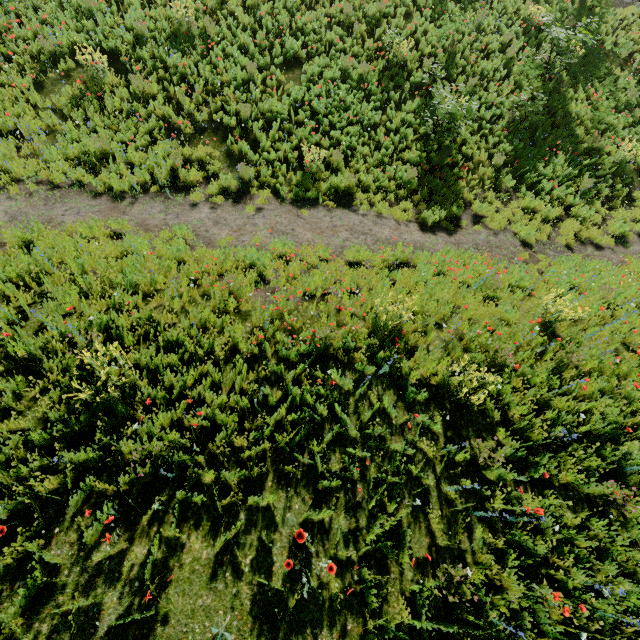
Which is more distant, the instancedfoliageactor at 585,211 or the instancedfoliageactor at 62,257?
the instancedfoliageactor at 585,211

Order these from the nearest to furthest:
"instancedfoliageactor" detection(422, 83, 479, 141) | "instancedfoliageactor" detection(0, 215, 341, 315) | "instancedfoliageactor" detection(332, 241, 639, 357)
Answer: "instancedfoliageactor" detection(0, 215, 341, 315) → "instancedfoliageactor" detection(332, 241, 639, 357) → "instancedfoliageactor" detection(422, 83, 479, 141)

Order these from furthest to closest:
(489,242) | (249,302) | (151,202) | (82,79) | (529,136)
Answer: (529,136), (82,79), (489,242), (151,202), (249,302)

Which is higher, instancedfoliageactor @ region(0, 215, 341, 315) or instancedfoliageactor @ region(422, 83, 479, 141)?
instancedfoliageactor @ region(422, 83, 479, 141)

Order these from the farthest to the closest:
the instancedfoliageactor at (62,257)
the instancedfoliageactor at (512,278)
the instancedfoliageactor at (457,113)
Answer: the instancedfoliageactor at (457,113)
the instancedfoliageactor at (512,278)
the instancedfoliageactor at (62,257)

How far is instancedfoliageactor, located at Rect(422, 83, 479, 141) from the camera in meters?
9.4 m
